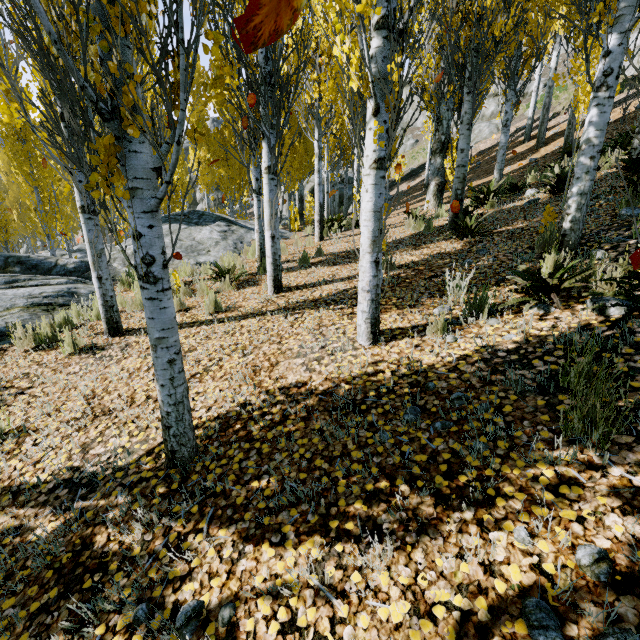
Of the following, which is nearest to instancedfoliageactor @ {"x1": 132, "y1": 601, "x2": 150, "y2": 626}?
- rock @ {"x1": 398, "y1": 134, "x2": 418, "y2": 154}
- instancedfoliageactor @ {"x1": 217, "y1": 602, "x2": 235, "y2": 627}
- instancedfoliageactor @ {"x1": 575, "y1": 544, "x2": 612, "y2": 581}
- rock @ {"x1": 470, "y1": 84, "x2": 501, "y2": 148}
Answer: rock @ {"x1": 470, "y1": 84, "x2": 501, "y2": 148}

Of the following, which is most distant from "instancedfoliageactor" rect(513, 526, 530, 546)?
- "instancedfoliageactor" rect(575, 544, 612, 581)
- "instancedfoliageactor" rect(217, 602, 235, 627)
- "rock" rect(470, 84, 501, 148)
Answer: "instancedfoliageactor" rect(217, 602, 235, 627)

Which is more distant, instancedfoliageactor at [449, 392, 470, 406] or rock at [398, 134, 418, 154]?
rock at [398, 134, 418, 154]

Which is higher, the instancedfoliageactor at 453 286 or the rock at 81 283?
the instancedfoliageactor at 453 286

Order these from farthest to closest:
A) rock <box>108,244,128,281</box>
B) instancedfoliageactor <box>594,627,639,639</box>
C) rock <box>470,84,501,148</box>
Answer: rock <box>470,84,501,148</box>, rock <box>108,244,128,281</box>, instancedfoliageactor <box>594,627,639,639</box>

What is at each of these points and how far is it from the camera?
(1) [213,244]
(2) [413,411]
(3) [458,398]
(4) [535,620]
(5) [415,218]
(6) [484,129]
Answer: (1) rock, 9.56m
(2) instancedfoliageactor, 2.53m
(3) instancedfoliageactor, 2.52m
(4) instancedfoliageactor, 1.30m
(5) instancedfoliageactor, 8.94m
(6) rock, 23.27m

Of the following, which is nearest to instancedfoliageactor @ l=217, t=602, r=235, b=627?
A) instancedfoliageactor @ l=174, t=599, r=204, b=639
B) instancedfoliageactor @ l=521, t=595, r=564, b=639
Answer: instancedfoliageactor @ l=174, t=599, r=204, b=639

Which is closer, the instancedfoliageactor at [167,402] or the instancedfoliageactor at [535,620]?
the instancedfoliageactor at [535,620]
